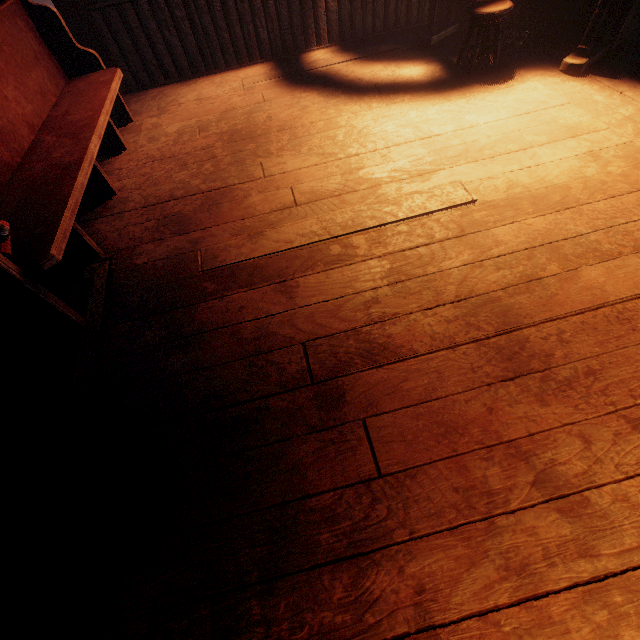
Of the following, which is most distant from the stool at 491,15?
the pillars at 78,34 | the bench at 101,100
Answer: the pillars at 78,34

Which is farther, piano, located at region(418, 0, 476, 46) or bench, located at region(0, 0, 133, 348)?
piano, located at region(418, 0, 476, 46)

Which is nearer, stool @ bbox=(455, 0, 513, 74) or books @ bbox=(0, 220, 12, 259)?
books @ bbox=(0, 220, 12, 259)

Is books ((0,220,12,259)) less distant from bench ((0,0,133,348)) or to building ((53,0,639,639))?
bench ((0,0,133,348))

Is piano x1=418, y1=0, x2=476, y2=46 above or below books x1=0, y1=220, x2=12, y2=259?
below

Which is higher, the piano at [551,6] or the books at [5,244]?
the books at [5,244]

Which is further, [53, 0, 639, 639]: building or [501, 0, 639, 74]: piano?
[501, 0, 639, 74]: piano

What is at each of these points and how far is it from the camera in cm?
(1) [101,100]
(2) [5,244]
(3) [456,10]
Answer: (1) bench, 279
(2) books, 169
(3) piano, 393
